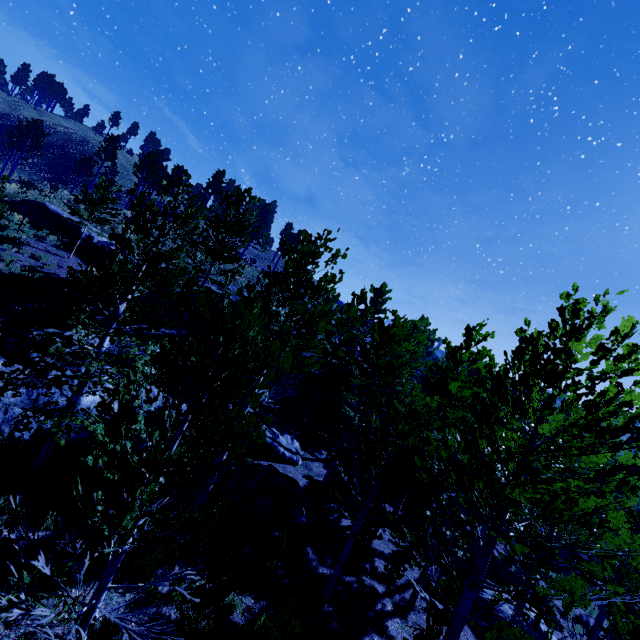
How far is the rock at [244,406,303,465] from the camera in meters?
15.9 m

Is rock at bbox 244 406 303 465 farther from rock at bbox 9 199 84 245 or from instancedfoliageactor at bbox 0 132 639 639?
rock at bbox 9 199 84 245

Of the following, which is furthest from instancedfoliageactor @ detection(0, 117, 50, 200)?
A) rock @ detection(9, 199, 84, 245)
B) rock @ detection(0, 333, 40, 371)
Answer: rock @ detection(9, 199, 84, 245)

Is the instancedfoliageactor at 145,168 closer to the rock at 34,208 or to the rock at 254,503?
the rock at 254,503

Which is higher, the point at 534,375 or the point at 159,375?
the point at 534,375

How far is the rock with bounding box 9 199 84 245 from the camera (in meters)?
23.36
